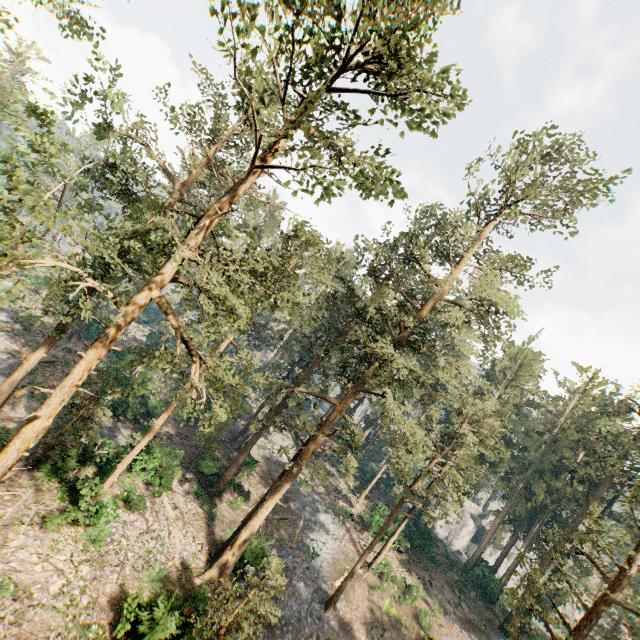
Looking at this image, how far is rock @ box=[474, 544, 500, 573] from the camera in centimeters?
4177cm

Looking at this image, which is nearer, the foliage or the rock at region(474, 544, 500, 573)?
the foliage

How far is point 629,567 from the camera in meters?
14.1 m

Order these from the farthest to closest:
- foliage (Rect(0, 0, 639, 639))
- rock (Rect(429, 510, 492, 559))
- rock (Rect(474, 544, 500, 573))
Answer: rock (Rect(429, 510, 492, 559)), rock (Rect(474, 544, 500, 573)), foliage (Rect(0, 0, 639, 639))

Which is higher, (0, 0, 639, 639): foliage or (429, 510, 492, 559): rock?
(0, 0, 639, 639): foliage

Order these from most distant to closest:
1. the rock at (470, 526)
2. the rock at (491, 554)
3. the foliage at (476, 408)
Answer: the rock at (470, 526)
the rock at (491, 554)
the foliage at (476, 408)

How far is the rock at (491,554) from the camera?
41.77m
